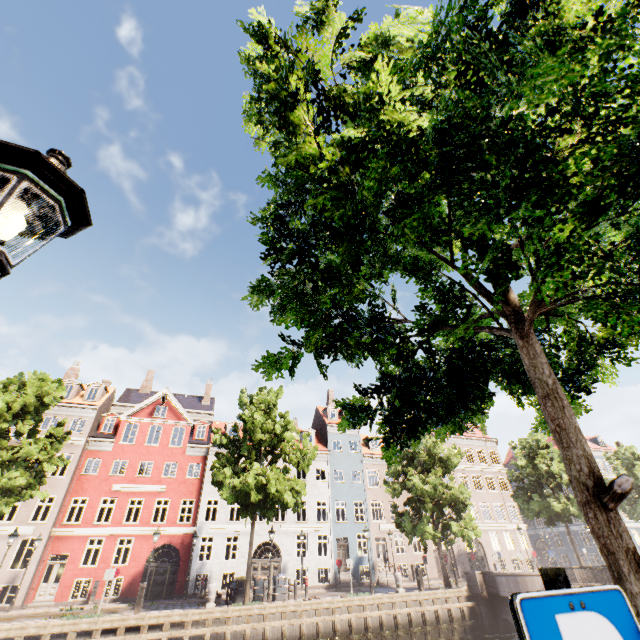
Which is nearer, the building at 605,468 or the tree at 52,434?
the tree at 52,434

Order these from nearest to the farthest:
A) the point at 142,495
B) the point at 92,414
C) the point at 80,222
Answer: the point at 80,222
the point at 142,495
the point at 92,414

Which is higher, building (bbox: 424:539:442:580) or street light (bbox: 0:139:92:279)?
street light (bbox: 0:139:92:279)

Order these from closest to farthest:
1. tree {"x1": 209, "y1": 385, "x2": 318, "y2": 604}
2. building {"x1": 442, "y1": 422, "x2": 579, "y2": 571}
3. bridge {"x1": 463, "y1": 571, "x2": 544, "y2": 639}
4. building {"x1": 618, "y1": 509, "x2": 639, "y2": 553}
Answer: bridge {"x1": 463, "y1": 571, "x2": 544, "y2": 639}, tree {"x1": 209, "y1": 385, "x2": 318, "y2": 604}, building {"x1": 442, "y1": 422, "x2": 579, "y2": 571}, building {"x1": 618, "y1": 509, "x2": 639, "y2": 553}

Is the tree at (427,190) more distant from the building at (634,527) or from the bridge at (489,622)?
the building at (634,527)

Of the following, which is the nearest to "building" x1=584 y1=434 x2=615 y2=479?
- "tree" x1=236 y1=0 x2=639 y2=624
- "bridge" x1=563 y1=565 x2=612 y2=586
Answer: "tree" x1=236 y1=0 x2=639 y2=624

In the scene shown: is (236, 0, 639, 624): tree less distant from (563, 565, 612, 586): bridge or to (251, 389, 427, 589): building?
(563, 565, 612, 586): bridge
